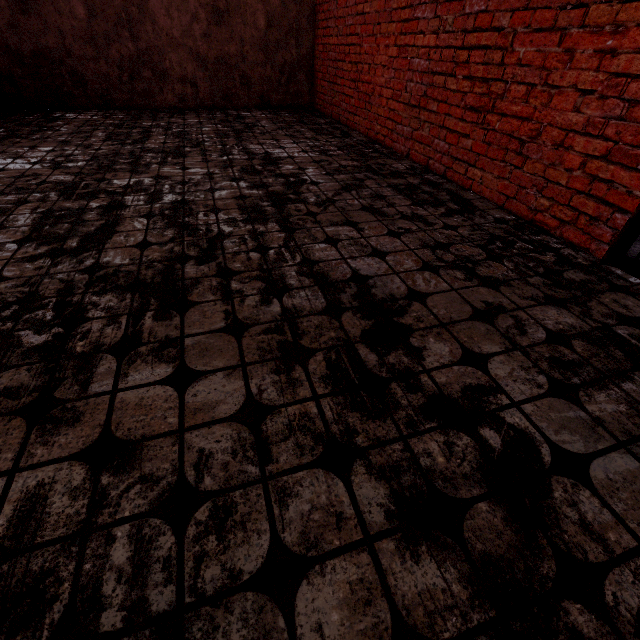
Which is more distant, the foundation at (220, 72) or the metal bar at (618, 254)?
the foundation at (220, 72)

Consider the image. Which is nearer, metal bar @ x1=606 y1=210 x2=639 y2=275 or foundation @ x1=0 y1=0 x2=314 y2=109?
metal bar @ x1=606 y1=210 x2=639 y2=275

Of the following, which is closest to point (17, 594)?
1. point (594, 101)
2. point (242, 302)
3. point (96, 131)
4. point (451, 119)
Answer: point (242, 302)
